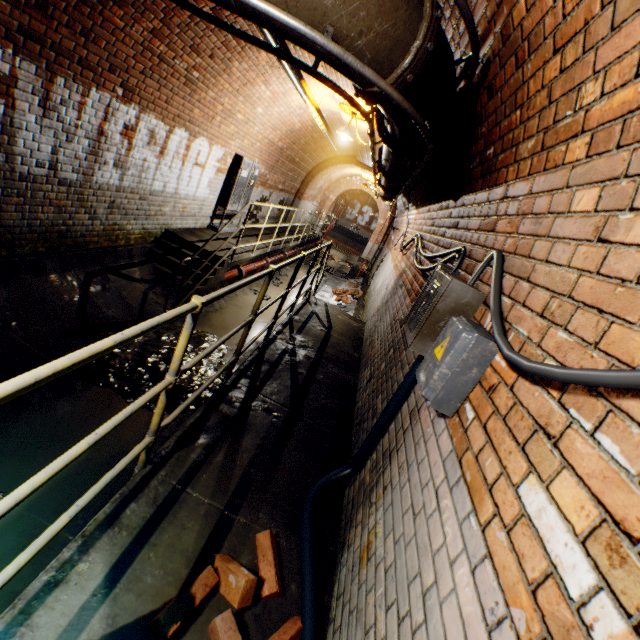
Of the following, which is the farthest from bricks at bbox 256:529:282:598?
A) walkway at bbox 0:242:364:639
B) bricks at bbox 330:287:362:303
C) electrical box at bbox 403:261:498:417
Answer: bricks at bbox 330:287:362:303

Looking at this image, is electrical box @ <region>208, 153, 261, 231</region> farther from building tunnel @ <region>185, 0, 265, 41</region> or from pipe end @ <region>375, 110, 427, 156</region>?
pipe end @ <region>375, 110, 427, 156</region>

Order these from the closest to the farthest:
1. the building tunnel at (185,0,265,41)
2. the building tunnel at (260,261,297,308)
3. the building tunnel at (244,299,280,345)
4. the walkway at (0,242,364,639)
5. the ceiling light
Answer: the walkway at (0,242,364,639) < the building tunnel at (185,0,265,41) < the building tunnel at (244,299,280,345) < the ceiling light < the building tunnel at (260,261,297,308)

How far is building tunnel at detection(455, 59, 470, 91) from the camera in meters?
2.4

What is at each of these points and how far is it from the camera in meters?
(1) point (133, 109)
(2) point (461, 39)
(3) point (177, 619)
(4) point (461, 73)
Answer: (1) building tunnel, 4.5
(2) building tunnel, 2.3
(3) bricks, 1.4
(4) building tunnel, 2.5

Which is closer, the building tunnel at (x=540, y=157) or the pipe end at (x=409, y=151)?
the building tunnel at (x=540, y=157)

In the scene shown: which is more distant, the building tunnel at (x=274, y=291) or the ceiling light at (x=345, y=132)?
the building tunnel at (x=274, y=291)

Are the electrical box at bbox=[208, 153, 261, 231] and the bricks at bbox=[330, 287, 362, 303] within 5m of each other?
yes
